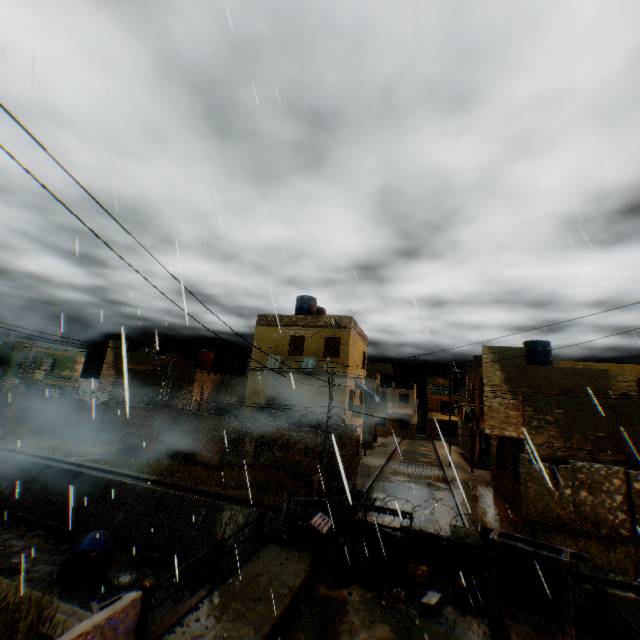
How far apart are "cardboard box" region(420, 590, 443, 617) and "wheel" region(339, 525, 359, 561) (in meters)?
2.29

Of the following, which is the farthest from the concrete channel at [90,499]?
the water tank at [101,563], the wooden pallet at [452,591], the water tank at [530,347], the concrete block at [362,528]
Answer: the water tank at [530,347]

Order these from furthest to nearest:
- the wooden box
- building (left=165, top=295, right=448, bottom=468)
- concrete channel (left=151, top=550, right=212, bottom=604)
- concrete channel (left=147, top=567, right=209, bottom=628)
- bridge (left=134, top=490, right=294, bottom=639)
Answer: building (left=165, top=295, right=448, bottom=468)
concrete channel (left=151, top=550, right=212, bottom=604)
concrete channel (left=147, top=567, right=209, bottom=628)
the wooden box
bridge (left=134, top=490, right=294, bottom=639)

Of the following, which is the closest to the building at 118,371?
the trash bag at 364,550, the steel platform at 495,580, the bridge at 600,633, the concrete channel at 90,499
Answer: the concrete channel at 90,499

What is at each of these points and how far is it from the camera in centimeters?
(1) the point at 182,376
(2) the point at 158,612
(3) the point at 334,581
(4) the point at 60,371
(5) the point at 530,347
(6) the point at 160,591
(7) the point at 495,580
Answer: (1) building, 2747cm
(2) concrete channel, 1112cm
(3) wooden box, 873cm
(4) building, 3516cm
(5) water tank, 2223cm
(6) concrete channel, 1223cm
(7) steel platform, 800cm

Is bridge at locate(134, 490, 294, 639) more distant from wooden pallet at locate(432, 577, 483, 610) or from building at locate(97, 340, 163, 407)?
wooden pallet at locate(432, 577, 483, 610)

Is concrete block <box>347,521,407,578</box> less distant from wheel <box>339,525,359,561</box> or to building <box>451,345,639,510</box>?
wheel <box>339,525,359,561</box>

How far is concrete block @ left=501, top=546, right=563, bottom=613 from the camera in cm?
815
